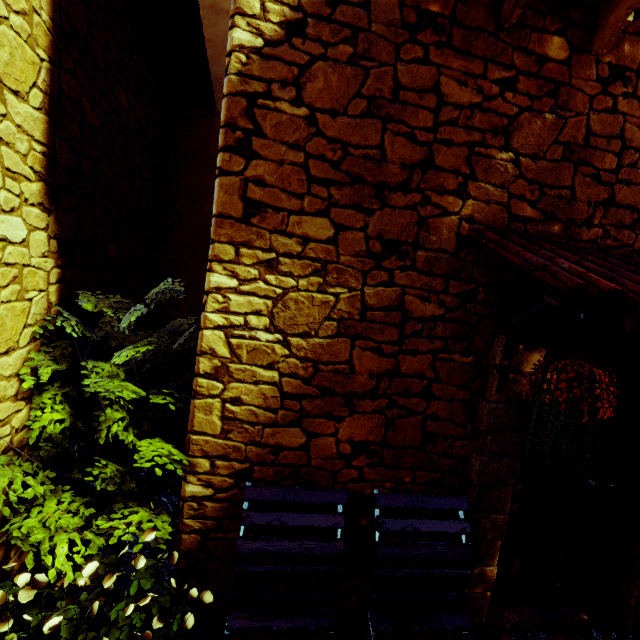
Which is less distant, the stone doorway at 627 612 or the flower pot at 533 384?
the flower pot at 533 384

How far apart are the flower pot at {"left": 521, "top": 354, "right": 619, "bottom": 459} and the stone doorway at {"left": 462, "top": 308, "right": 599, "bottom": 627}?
0.3m

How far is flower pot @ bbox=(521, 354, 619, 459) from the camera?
1.43m

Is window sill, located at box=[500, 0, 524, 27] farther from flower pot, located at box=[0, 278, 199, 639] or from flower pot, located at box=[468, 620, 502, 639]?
flower pot, located at box=[468, 620, 502, 639]

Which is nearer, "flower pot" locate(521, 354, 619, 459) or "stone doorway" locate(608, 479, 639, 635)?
"flower pot" locate(521, 354, 619, 459)

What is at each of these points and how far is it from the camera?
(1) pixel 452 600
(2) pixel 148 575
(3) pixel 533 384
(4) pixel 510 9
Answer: (1) bench, 1.89m
(2) flower pot, 1.73m
(3) flower pot, 1.61m
(4) window sill, 1.74m

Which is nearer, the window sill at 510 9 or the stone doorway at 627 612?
the window sill at 510 9

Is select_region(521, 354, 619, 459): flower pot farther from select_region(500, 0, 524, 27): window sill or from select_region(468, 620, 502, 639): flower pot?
select_region(500, 0, 524, 27): window sill
